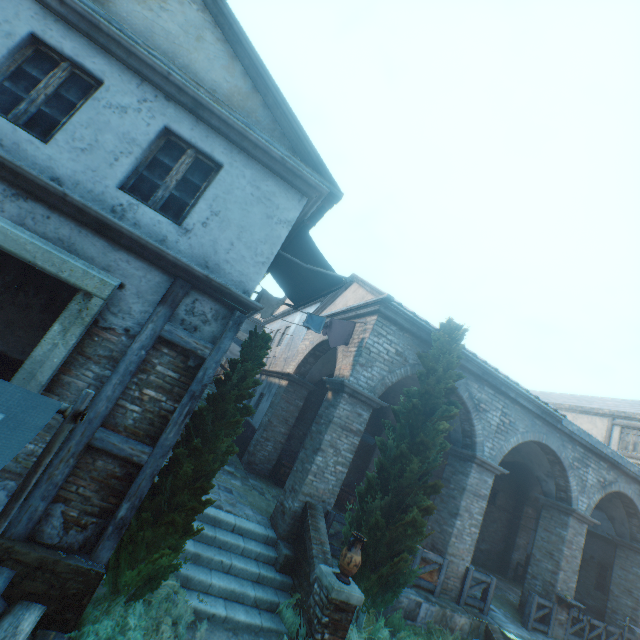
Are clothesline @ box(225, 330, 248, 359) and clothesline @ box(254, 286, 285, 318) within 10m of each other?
yes

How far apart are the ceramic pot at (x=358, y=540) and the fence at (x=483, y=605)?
5.49m

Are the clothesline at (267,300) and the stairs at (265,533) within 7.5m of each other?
yes

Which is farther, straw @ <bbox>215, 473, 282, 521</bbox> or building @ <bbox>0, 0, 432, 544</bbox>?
straw @ <bbox>215, 473, 282, 521</bbox>

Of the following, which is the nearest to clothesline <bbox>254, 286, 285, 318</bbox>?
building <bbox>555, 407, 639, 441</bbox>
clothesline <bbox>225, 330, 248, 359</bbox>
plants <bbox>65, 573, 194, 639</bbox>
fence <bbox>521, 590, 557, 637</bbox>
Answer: building <bbox>555, 407, 639, 441</bbox>

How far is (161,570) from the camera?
4.5m

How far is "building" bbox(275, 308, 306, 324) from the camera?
16.7 meters

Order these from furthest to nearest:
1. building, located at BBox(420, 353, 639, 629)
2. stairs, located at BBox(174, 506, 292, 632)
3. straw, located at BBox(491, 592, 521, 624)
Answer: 1. straw, located at BBox(491, 592, 521, 624)
2. building, located at BBox(420, 353, 639, 629)
3. stairs, located at BBox(174, 506, 292, 632)
